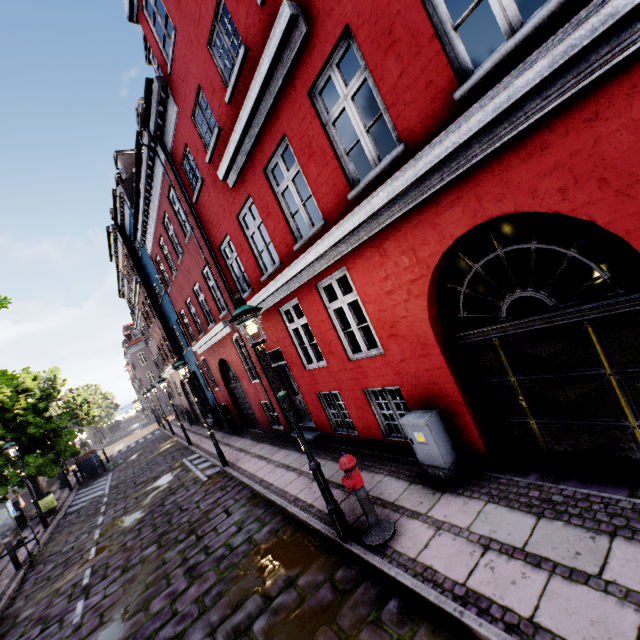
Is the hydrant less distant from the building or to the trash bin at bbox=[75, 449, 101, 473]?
the building

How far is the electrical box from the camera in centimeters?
488cm

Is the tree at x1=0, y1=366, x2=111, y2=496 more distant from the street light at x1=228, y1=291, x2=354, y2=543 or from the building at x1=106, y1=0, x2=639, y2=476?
the building at x1=106, y1=0, x2=639, y2=476

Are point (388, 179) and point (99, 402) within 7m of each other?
no

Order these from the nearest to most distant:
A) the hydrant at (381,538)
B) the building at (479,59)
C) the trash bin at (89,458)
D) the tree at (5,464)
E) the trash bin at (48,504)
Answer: the building at (479,59) → the hydrant at (381,538) → the trash bin at (48,504) → the tree at (5,464) → the trash bin at (89,458)

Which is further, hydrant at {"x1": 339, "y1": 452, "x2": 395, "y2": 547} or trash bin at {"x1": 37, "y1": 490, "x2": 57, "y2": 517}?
trash bin at {"x1": 37, "y1": 490, "x2": 57, "y2": 517}

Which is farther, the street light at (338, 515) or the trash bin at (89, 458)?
the trash bin at (89, 458)

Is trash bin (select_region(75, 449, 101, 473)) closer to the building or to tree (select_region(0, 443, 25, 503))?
tree (select_region(0, 443, 25, 503))
